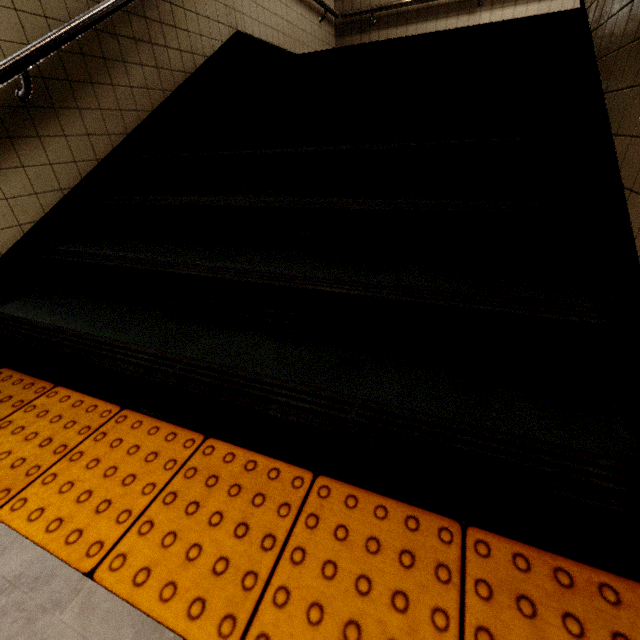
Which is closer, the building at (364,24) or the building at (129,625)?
the building at (129,625)

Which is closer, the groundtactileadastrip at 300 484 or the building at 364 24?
the groundtactileadastrip at 300 484

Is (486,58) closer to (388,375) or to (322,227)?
(322,227)

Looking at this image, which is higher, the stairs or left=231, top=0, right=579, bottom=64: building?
left=231, top=0, right=579, bottom=64: building

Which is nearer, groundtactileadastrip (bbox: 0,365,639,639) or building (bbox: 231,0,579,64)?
groundtactileadastrip (bbox: 0,365,639,639)

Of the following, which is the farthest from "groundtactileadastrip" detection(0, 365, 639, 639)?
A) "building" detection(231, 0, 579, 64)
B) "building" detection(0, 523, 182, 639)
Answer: "building" detection(231, 0, 579, 64)

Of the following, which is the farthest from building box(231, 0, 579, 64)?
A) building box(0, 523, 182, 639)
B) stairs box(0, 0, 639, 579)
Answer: building box(0, 523, 182, 639)
